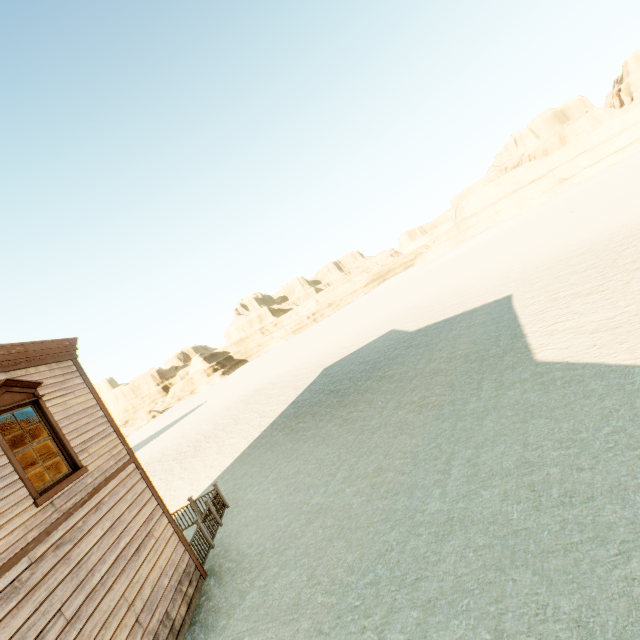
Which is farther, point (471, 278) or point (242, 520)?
point (471, 278)

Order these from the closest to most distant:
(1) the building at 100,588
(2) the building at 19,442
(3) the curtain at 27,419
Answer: (1) the building at 100,588, (3) the curtain at 27,419, (2) the building at 19,442

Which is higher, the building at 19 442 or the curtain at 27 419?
the curtain at 27 419

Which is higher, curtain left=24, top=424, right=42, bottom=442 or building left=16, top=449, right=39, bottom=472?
curtain left=24, top=424, right=42, bottom=442

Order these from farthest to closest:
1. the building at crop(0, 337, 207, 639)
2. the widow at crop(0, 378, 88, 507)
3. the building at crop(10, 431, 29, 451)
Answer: the building at crop(10, 431, 29, 451), the widow at crop(0, 378, 88, 507), the building at crop(0, 337, 207, 639)

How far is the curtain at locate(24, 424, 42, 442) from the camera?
6.3m

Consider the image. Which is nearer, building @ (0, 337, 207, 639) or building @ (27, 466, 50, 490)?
building @ (0, 337, 207, 639)
